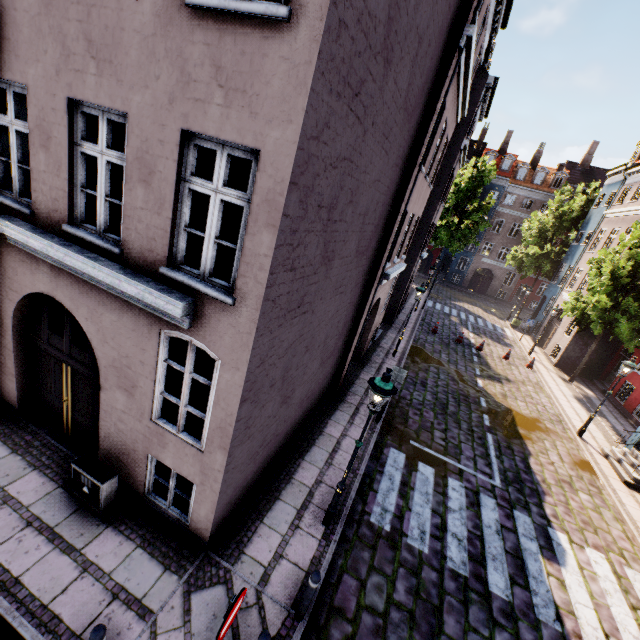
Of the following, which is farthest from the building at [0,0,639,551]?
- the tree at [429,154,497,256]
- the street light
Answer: the tree at [429,154,497,256]

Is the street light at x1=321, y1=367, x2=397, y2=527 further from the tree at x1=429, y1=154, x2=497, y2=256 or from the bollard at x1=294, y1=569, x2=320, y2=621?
the tree at x1=429, y1=154, x2=497, y2=256

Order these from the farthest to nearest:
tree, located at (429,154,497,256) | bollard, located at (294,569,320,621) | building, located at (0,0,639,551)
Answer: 1. tree, located at (429,154,497,256)
2. bollard, located at (294,569,320,621)
3. building, located at (0,0,639,551)

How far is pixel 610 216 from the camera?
22.4m

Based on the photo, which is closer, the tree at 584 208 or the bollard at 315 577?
the bollard at 315 577

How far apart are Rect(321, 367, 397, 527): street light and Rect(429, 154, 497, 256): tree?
30.4 meters

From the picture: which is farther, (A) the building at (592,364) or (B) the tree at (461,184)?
(B) the tree at (461,184)

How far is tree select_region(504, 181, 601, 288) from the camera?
27.7m
